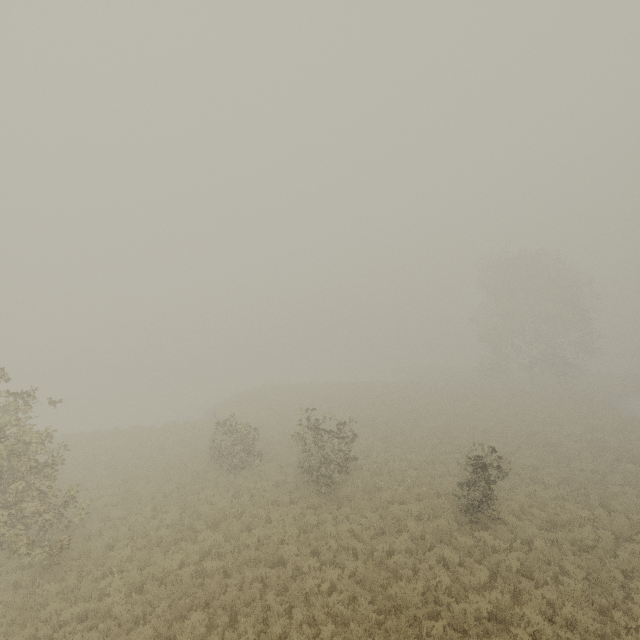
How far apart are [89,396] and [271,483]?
39.7m

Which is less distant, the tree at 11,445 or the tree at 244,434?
the tree at 11,445

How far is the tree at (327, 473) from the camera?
15.0 meters

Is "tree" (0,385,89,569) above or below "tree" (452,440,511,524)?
above

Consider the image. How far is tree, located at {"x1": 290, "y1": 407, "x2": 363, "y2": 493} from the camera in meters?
15.0 m

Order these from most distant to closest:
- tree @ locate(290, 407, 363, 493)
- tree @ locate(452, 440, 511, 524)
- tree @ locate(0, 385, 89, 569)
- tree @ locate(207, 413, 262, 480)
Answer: tree @ locate(207, 413, 262, 480)
tree @ locate(290, 407, 363, 493)
tree @ locate(452, 440, 511, 524)
tree @ locate(0, 385, 89, 569)
